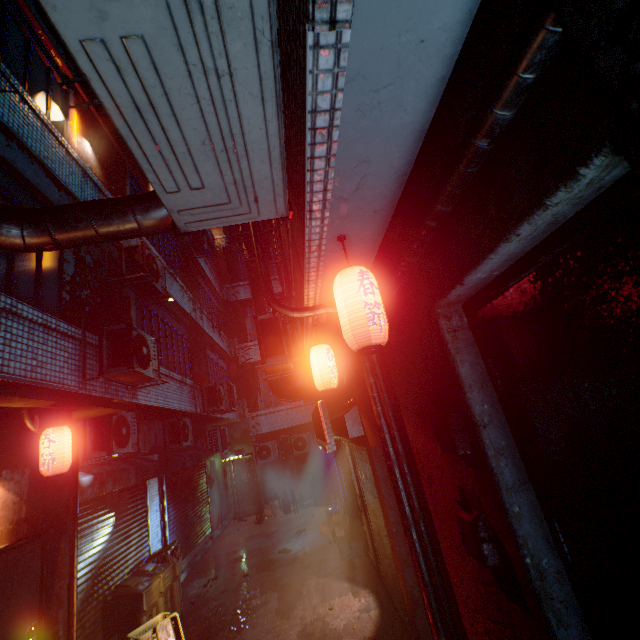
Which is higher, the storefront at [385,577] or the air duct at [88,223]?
the air duct at [88,223]

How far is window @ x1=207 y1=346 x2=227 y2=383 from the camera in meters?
11.6 m

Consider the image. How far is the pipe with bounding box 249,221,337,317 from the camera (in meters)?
2.97

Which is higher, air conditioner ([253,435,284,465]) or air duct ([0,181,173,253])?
air duct ([0,181,173,253])

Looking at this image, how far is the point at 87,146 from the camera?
5.74m

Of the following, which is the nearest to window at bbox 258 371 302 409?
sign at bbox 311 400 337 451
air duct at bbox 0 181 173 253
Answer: sign at bbox 311 400 337 451

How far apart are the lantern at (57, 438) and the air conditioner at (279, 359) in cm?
200

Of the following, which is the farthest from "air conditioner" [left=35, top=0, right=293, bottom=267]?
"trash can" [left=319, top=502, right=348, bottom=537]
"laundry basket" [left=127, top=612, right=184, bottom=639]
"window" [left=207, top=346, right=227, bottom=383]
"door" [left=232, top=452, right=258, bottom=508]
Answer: "door" [left=232, top=452, right=258, bottom=508]
